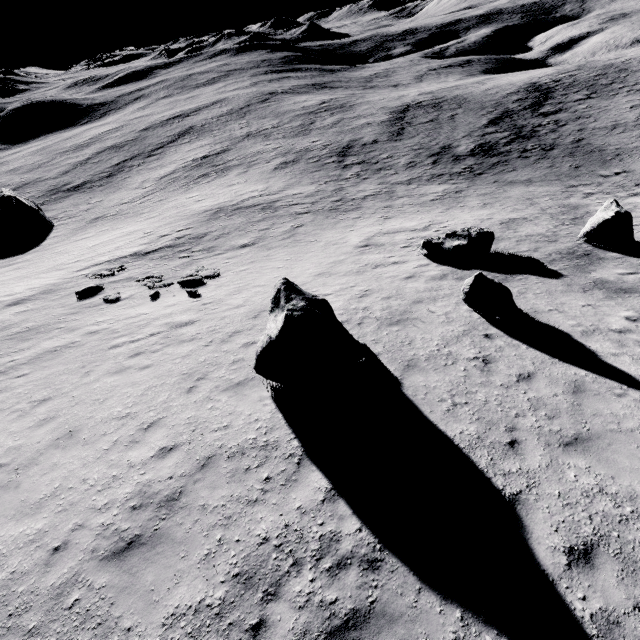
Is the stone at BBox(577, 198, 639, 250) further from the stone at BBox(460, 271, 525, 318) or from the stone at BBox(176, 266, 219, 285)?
the stone at BBox(176, 266, 219, 285)

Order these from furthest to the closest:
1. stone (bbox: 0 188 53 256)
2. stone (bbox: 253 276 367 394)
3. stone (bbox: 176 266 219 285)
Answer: stone (bbox: 0 188 53 256) → stone (bbox: 176 266 219 285) → stone (bbox: 253 276 367 394)

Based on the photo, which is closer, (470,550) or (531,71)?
(470,550)

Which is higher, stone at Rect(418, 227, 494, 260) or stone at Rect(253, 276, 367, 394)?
stone at Rect(253, 276, 367, 394)

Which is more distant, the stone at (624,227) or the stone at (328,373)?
the stone at (624,227)

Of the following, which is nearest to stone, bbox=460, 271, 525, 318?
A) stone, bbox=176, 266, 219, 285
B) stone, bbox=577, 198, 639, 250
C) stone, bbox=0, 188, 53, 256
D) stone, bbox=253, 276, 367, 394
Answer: stone, bbox=253, 276, 367, 394

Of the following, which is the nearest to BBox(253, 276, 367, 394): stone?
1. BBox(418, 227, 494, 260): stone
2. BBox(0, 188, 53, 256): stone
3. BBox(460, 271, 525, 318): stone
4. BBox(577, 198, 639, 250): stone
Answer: BBox(460, 271, 525, 318): stone

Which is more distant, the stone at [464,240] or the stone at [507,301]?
the stone at [464,240]
